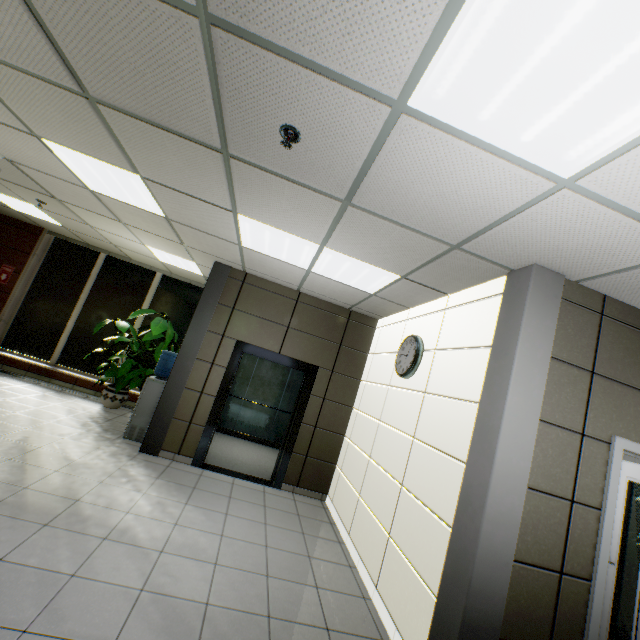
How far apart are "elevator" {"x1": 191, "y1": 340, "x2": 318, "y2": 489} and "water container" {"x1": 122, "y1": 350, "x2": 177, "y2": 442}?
2.0 meters

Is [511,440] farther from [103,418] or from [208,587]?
[103,418]

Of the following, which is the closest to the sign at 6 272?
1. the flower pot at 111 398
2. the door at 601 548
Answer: the flower pot at 111 398

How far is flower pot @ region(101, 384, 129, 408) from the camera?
6.6 meters

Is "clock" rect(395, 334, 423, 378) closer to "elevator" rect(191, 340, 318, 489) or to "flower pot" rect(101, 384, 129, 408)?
"elevator" rect(191, 340, 318, 489)

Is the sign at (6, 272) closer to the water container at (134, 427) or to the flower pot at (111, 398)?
the flower pot at (111, 398)

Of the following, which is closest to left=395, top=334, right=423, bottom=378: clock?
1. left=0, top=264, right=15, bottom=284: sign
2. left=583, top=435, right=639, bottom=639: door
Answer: left=583, top=435, right=639, bottom=639: door

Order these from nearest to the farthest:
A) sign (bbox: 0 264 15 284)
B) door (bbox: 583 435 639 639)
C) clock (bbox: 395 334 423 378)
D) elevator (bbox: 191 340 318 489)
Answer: door (bbox: 583 435 639 639) → clock (bbox: 395 334 423 378) → elevator (bbox: 191 340 318 489) → sign (bbox: 0 264 15 284)
